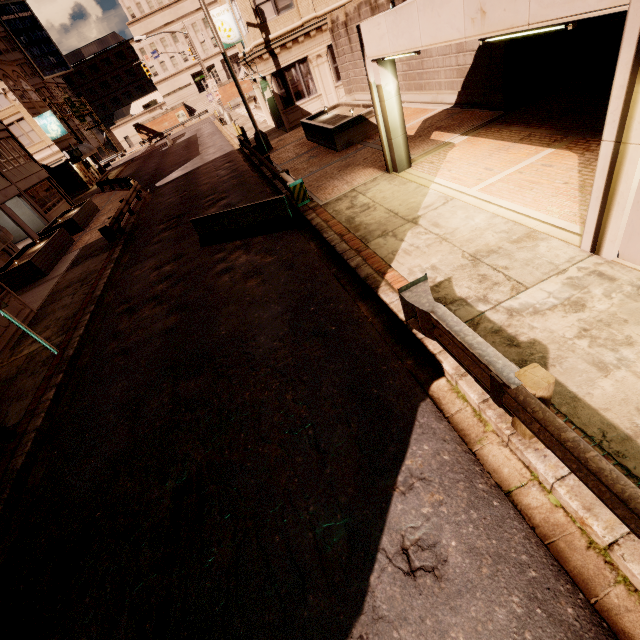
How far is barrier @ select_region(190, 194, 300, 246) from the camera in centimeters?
1005cm

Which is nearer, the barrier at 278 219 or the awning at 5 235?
the barrier at 278 219

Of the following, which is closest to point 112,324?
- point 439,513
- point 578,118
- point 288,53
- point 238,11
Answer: point 439,513

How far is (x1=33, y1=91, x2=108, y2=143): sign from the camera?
35.2m

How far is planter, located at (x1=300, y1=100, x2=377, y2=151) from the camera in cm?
1355

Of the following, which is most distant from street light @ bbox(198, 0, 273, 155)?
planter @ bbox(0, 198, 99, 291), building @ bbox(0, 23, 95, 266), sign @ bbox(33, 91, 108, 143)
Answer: sign @ bbox(33, 91, 108, 143)

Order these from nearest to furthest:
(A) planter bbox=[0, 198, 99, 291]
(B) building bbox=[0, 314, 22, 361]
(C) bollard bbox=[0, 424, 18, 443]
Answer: (C) bollard bbox=[0, 424, 18, 443] → (B) building bbox=[0, 314, 22, 361] → (A) planter bbox=[0, 198, 99, 291]

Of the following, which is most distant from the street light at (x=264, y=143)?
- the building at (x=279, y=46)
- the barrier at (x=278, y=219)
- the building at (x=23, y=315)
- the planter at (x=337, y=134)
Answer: the building at (x=23, y=315)
